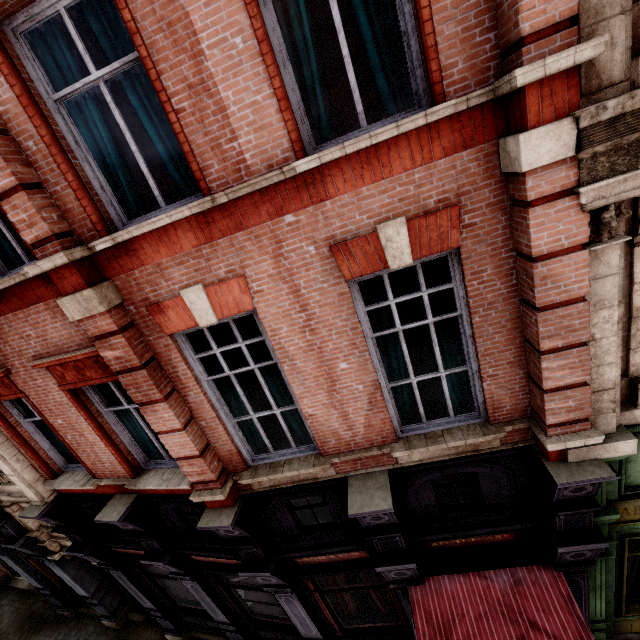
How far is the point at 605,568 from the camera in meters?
5.6

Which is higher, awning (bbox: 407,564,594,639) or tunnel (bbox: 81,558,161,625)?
awning (bbox: 407,564,594,639)

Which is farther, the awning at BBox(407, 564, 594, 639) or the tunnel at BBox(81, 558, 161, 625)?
the tunnel at BBox(81, 558, 161, 625)

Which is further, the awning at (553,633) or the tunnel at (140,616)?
the tunnel at (140,616)

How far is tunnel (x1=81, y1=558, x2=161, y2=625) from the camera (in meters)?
10.14

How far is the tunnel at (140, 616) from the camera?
10.1 meters
